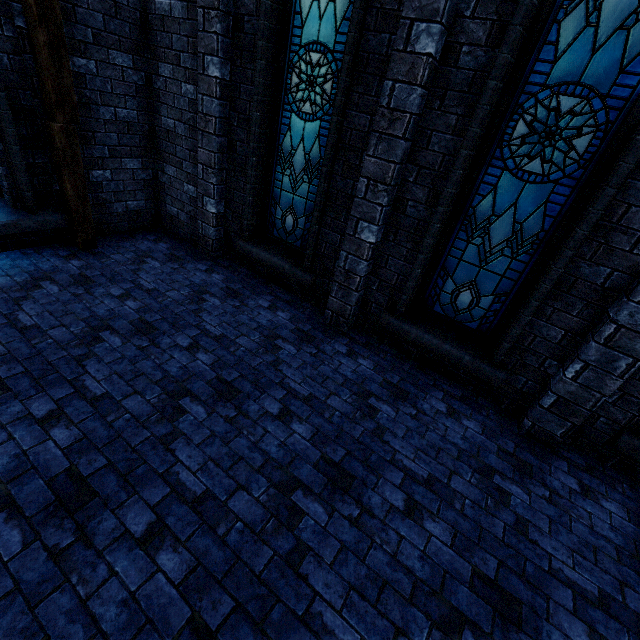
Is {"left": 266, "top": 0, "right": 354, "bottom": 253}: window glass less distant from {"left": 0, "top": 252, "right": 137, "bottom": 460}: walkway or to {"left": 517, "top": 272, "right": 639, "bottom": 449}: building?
{"left": 517, "top": 272, "right": 639, "bottom": 449}: building

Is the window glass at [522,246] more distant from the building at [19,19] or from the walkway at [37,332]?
the walkway at [37,332]

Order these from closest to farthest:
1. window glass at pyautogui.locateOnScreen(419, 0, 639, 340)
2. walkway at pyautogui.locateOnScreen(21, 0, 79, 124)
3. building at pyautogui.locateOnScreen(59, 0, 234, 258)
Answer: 1. window glass at pyautogui.locateOnScreen(419, 0, 639, 340)
2. walkway at pyautogui.locateOnScreen(21, 0, 79, 124)
3. building at pyautogui.locateOnScreen(59, 0, 234, 258)

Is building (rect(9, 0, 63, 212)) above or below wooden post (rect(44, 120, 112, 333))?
above

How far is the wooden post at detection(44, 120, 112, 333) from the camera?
4.3m

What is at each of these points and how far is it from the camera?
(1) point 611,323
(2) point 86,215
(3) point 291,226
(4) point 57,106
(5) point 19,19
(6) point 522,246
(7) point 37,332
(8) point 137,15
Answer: (1) building, 3.09m
(2) wooden post, 5.17m
(3) window glass, 5.41m
(4) walkway, 4.29m
(5) building, 3.92m
(6) window glass, 3.69m
(7) walkway, 3.69m
(8) building, 4.88m

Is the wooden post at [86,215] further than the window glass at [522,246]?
Yes

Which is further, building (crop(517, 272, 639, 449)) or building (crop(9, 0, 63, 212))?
building (crop(9, 0, 63, 212))
